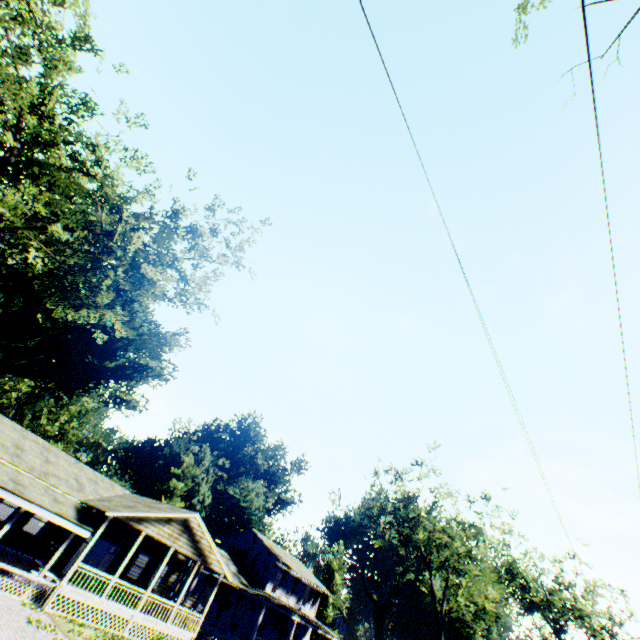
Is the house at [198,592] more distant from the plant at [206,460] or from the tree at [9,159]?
the tree at [9,159]

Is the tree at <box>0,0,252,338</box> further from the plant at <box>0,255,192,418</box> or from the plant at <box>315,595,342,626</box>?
the plant at <box>315,595,342,626</box>

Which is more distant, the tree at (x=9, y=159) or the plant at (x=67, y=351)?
the plant at (x=67, y=351)

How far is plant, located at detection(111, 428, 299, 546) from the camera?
48.2m

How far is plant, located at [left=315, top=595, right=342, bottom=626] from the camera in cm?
5756

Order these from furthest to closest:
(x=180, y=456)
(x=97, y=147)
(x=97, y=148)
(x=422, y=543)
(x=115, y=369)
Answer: (x=180, y=456) < (x=115, y=369) < (x=422, y=543) < (x=97, y=147) < (x=97, y=148)

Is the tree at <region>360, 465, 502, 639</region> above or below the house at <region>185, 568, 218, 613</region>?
above

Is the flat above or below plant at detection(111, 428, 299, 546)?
below
